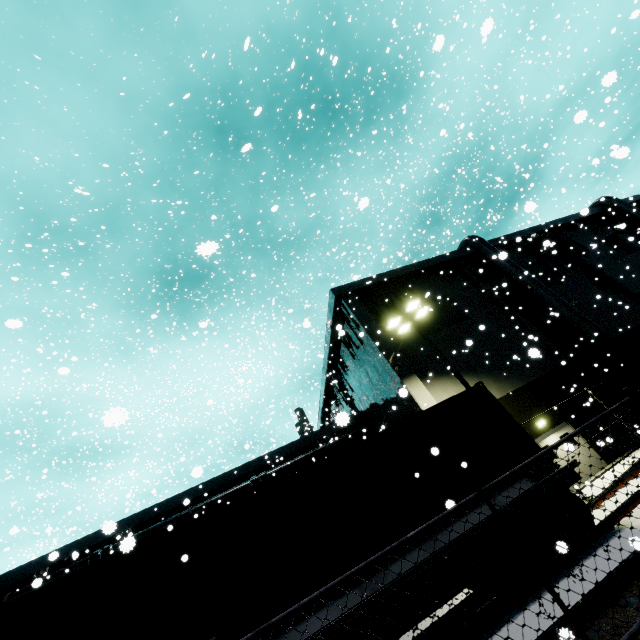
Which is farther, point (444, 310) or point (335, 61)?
point (444, 310)

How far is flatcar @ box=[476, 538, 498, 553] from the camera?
6.6 meters

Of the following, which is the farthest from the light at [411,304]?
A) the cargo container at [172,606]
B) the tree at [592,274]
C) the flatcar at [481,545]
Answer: the tree at [592,274]

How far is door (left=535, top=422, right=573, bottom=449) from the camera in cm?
1647

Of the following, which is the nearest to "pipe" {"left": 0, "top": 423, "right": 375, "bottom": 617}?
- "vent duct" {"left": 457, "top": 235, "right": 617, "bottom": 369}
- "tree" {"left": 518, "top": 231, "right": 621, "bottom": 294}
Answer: "vent duct" {"left": 457, "top": 235, "right": 617, "bottom": 369}

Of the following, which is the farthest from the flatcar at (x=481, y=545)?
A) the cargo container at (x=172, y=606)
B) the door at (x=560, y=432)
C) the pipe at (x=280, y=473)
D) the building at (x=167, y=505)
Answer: the door at (x=560, y=432)

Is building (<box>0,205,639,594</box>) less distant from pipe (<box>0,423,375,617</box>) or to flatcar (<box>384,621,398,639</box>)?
pipe (<box>0,423,375,617</box>)

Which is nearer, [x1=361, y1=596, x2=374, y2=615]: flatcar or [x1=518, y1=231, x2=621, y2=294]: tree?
[x1=361, y1=596, x2=374, y2=615]: flatcar
